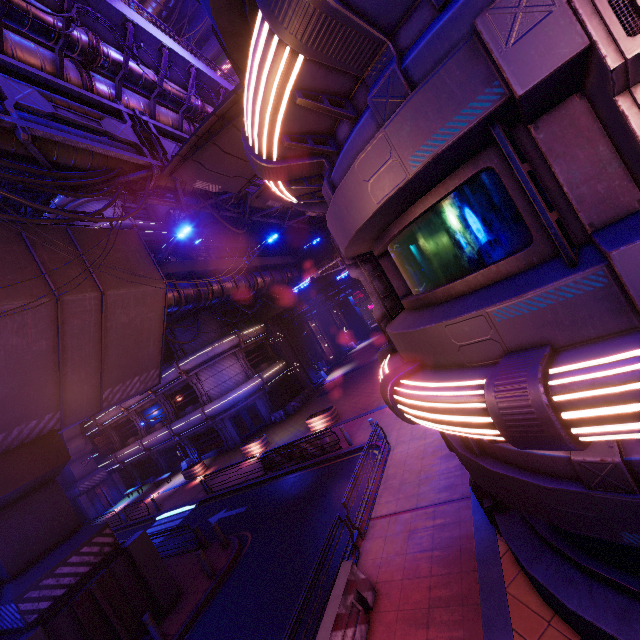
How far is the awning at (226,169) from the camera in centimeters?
899cm

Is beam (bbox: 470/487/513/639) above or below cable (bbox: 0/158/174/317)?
below

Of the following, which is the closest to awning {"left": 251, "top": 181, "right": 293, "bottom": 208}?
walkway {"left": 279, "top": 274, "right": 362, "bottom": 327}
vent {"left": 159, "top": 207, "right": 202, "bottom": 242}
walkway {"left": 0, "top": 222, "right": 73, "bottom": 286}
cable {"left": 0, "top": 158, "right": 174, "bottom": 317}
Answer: cable {"left": 0, "top": 158, "right": 174, "bottom": 317}

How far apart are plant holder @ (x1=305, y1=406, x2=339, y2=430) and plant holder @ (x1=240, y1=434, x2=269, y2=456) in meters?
4.1 m

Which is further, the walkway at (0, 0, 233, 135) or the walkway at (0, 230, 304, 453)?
the walkway at (0, 230, 304, 453)

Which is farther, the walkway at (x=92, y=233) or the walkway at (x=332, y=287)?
the walkway at (x=332, y=287)

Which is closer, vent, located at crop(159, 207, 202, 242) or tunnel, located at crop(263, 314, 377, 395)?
tunnel, located at crop(263, 314, 377, 395)

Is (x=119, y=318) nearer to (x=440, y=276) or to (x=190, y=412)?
(x=440, y=276)
